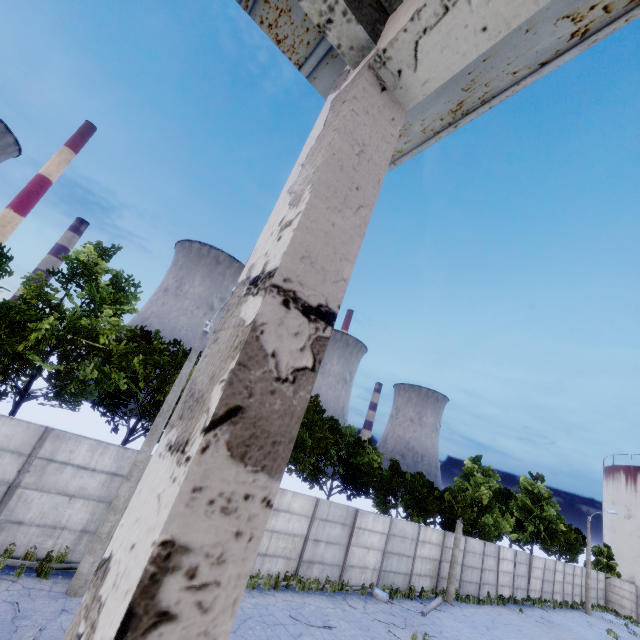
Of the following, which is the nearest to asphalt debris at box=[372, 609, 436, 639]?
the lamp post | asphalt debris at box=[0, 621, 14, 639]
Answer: the lamp post

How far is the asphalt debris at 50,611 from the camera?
7.9 meters

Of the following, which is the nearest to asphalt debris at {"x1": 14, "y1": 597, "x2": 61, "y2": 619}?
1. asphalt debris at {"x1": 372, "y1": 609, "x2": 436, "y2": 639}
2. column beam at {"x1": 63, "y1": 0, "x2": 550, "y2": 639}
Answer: column beam at {"x1": 63, "y1": 0, "x2": 550, "y2": 639}

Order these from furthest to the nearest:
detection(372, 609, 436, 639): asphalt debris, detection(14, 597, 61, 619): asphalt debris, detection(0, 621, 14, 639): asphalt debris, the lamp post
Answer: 1. detection(372, 609, 436, 639): asphalt debris
2. the lamp post
3. detection(14, 597, 61, 619): asphalt debris
4. detection(0, 621, 14, 639): asphalt debris

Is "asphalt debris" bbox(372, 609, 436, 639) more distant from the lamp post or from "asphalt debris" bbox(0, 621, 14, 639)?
"asphalt debris" bbox(0, 621, 14, 639)

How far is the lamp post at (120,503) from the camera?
9.3 meters

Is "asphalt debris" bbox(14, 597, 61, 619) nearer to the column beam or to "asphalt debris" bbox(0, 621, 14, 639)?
"asphalt debris" bbox(0, 621, 14, 639)

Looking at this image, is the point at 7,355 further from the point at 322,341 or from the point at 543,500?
the point at 543,500
